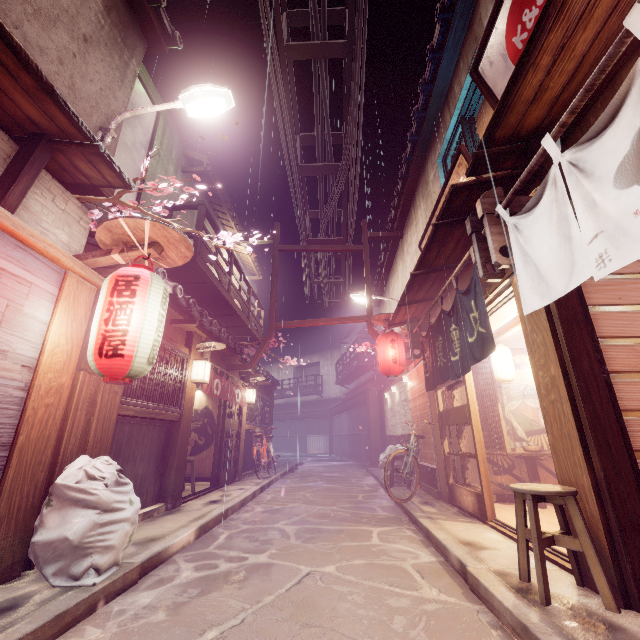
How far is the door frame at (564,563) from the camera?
5.3m

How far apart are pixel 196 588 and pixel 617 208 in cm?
Result: 825

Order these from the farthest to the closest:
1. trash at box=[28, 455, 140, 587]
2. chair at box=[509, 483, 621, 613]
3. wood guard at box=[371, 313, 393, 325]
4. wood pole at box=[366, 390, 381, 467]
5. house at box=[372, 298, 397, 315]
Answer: wood pole at box=[366, 390, 381, 467], house at box=[372, 298, 397, 315], wood guard at box=[371, 313, 393, 325], trash at box=[28, 455, 140, 587], chair at box=[509, 483, 621, 613]

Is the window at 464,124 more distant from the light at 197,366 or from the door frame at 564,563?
the light at 197,366

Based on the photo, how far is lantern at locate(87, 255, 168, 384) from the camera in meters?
5.3

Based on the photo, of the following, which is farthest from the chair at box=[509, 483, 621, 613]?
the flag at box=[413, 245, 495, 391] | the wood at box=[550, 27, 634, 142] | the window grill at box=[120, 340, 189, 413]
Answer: the window grill at box=[120, 340, 189, 413]

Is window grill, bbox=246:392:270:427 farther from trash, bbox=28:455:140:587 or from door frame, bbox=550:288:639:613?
door frame, bbox=550:288:639:613

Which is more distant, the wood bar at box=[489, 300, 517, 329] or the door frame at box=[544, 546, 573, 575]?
the wood bar at box=[489, 300, 517, 329]
